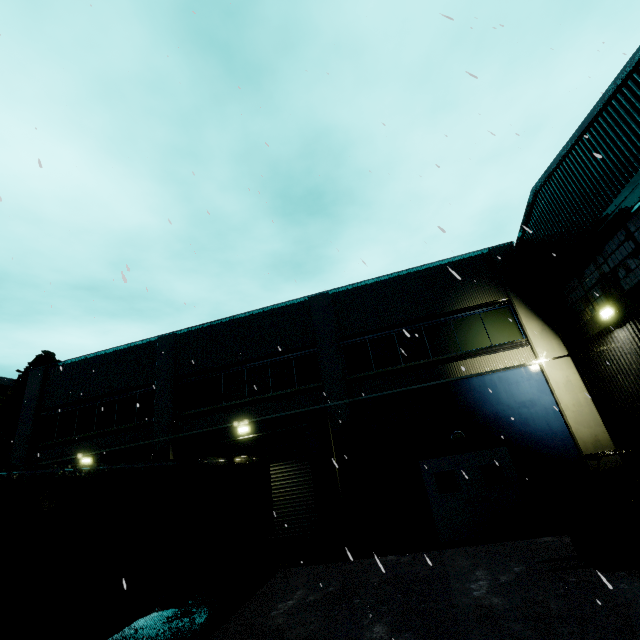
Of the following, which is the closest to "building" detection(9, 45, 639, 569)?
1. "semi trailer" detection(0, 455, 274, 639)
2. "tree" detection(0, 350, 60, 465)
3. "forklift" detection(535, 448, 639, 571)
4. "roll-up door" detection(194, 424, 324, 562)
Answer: "roll-up door" detection(194, 424, 324, 562)

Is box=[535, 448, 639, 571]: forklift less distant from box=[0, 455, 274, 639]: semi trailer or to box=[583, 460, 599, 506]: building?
box=[583, 460, 599, 506]: building

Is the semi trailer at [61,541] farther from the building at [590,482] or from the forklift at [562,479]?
the forklift at [562,479]

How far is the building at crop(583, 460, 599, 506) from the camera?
9.91m

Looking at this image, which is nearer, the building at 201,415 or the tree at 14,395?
the building at 201,415

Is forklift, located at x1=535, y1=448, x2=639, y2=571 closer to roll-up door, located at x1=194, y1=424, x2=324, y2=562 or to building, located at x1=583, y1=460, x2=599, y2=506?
building, located at x1=583, y1=460, x2=599, y2=506

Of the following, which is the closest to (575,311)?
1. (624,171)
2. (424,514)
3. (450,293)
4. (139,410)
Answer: (450,293)
